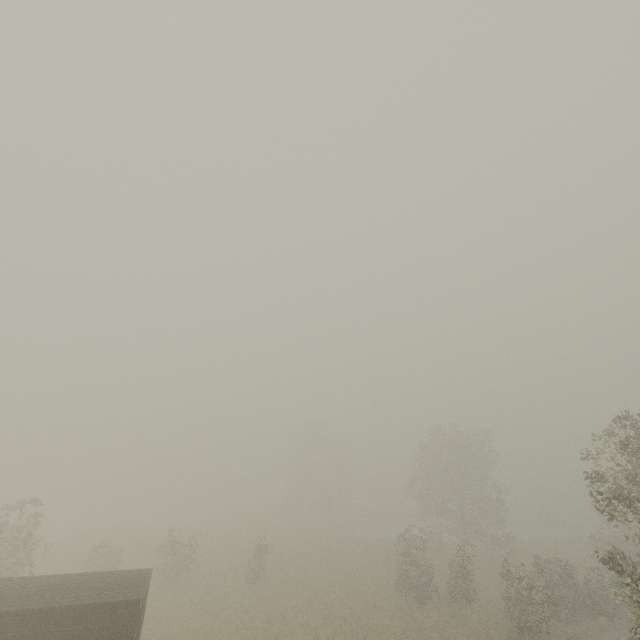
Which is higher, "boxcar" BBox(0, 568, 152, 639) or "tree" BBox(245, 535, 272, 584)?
"boxcar" BBox(0, 568, 152, 639)

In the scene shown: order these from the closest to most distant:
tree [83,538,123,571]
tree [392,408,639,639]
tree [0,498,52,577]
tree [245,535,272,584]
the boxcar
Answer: the boxcar → tree [392,408,639,639] → tree [0,498,52,577] → tree [83,538,123,571] → tree [245,535,272,584]

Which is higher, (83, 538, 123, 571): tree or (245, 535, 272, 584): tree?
(83, 538, 123, 571): tree

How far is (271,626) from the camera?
20.73m

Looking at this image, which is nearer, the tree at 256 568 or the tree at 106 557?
the tree at 106 557

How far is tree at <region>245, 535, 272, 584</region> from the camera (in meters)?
26.89

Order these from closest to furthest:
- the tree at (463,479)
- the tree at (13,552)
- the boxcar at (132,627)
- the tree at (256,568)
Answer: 1. the boxcar at (132,627)
2. the tree at (463,479)
3. the tree at (13,552)
4. the tree at (256,568)
